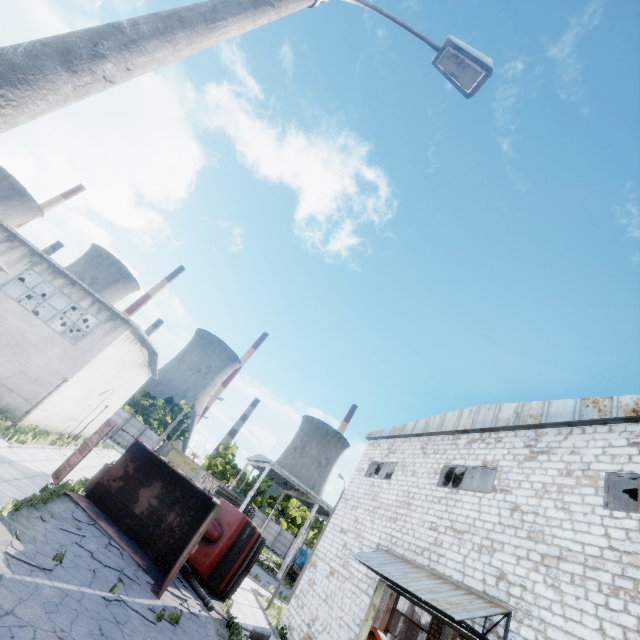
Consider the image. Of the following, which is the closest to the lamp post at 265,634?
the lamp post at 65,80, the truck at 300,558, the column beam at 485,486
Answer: the column beam at 485,486

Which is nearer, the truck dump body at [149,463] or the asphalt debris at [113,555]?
the asphalt debris at [113,555]

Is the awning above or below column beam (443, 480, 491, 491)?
below

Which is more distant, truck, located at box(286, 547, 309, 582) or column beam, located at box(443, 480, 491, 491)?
truck, located at box(286, 547, 309, 582)

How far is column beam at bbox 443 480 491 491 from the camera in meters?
17.4 m

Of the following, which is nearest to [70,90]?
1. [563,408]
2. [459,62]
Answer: [459,62]

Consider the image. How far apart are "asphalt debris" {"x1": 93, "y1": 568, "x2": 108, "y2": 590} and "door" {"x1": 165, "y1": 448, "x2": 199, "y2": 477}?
51.47m

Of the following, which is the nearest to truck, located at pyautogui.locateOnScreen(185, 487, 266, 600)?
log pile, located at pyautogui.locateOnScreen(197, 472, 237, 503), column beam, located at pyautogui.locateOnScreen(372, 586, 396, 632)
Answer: column beam, located at pyautogui.locateOnScreen(372, 586, 396, 632)
